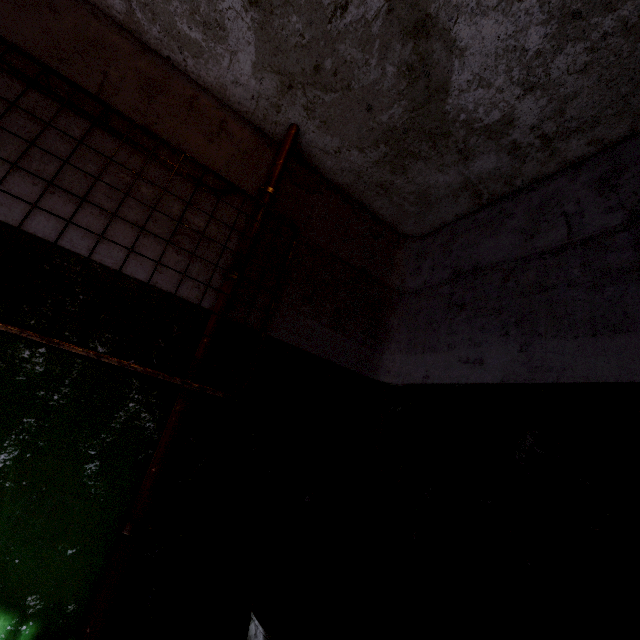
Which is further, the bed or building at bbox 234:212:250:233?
building at bbox 234:212:250:233

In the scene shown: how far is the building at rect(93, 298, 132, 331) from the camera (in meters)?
1.25

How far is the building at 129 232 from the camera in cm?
131

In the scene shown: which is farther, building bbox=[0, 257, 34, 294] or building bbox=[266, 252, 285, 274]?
building bbox=[266, 252, 285, 274]

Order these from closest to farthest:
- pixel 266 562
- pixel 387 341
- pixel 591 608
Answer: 1. pixel 591 608
2. pixel 266 562
3. pixel 387 341
